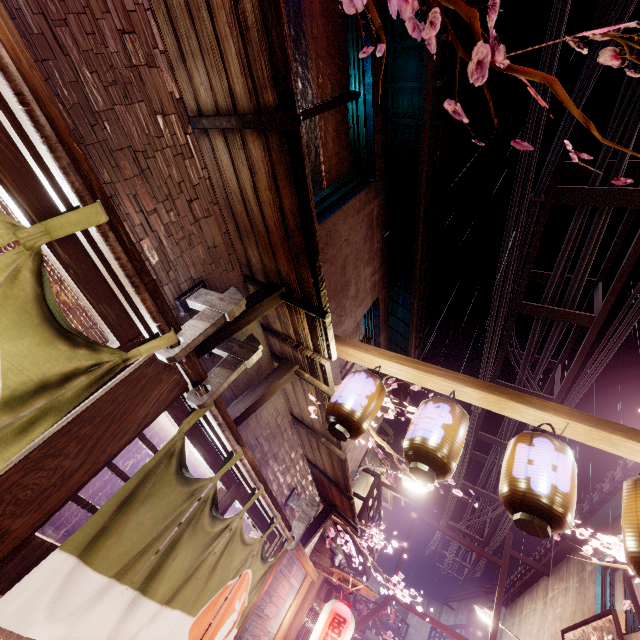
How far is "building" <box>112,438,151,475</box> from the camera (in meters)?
12.33

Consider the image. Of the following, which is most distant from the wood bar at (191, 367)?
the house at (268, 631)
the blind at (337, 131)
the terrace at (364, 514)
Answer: the terrace at (364, 514)

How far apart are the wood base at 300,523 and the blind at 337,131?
8.2 meters

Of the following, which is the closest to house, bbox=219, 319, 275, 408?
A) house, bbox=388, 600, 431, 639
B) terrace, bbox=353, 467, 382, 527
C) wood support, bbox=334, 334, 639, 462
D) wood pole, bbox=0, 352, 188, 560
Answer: wood support, bbox=334, 334, 639, 462

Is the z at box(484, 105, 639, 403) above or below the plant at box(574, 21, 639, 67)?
above

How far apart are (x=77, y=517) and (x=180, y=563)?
9.8 meters

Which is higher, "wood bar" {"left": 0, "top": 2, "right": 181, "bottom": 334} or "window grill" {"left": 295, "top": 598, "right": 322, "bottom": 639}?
"wood bar" {"left": 0, "top": 2, "right": 181, "bottom": 334}

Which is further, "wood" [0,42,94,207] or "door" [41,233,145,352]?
"door" [41,233,145,352]
